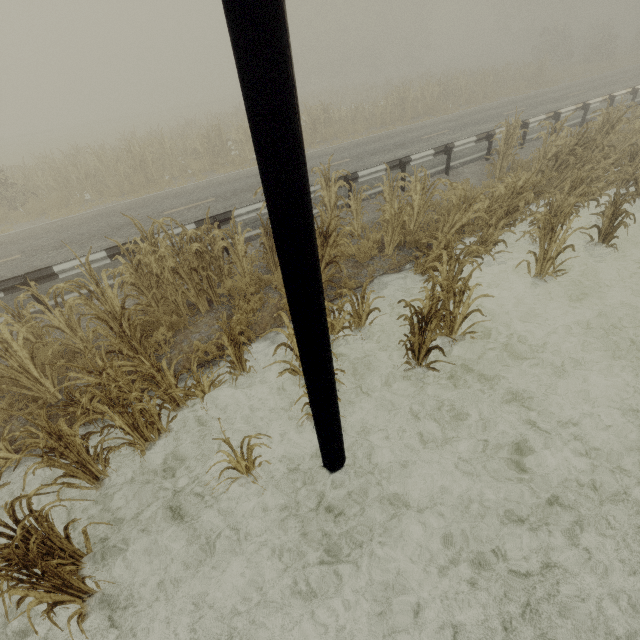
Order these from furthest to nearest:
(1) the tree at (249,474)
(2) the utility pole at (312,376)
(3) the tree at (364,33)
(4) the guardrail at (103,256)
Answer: (3) the tree at (364,33) → (4) the guardrail at (103,256) → (1) the tree at (249,474) → (2) the utility pole at (312,376)

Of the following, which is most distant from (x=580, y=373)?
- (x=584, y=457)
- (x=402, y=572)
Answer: (x=402, y=572)

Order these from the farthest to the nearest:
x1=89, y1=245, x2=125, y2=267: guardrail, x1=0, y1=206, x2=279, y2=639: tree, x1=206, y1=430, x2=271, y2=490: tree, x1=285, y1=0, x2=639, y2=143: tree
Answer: x1=285, y1=0, x2=639, y2=143: tree, x1=89, y1=245, x2=125, y2=267: guardrail, x1=206, y1=430, x2=271, y2=490: tree, x1=0, y1=206, x2=279, y2=639: tree

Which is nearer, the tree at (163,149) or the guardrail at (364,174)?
the guardrail at (364,174)

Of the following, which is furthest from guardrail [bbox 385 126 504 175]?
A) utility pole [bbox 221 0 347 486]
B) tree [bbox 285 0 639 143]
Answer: utility pole [bbox 221 0 347 486]

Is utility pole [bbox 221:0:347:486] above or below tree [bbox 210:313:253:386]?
above

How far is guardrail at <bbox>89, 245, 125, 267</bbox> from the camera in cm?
695

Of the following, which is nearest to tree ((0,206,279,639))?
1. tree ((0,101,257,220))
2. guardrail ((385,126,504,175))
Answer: tree ((0,101,257,220))
